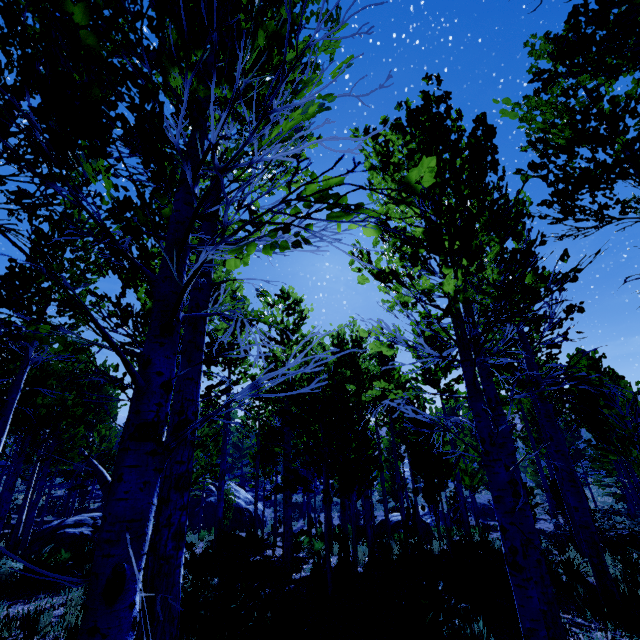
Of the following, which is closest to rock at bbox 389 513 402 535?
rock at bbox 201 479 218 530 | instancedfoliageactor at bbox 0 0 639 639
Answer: instancedfoliageactor at bbox 0 0 639 639

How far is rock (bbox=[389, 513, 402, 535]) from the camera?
17.94m

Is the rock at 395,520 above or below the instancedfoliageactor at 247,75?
below

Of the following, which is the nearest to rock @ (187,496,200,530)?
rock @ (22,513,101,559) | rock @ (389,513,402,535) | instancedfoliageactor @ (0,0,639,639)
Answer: instancedfoliageactor @ (0,0,639,639)

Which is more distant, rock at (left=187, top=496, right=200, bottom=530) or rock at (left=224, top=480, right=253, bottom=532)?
rock at (left=224, top=480, right=253, bottom=532)

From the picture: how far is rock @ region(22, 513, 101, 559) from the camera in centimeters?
1150cm

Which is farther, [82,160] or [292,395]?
[292,395]

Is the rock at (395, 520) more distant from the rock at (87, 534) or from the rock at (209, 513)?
the rock at (87, 534)
